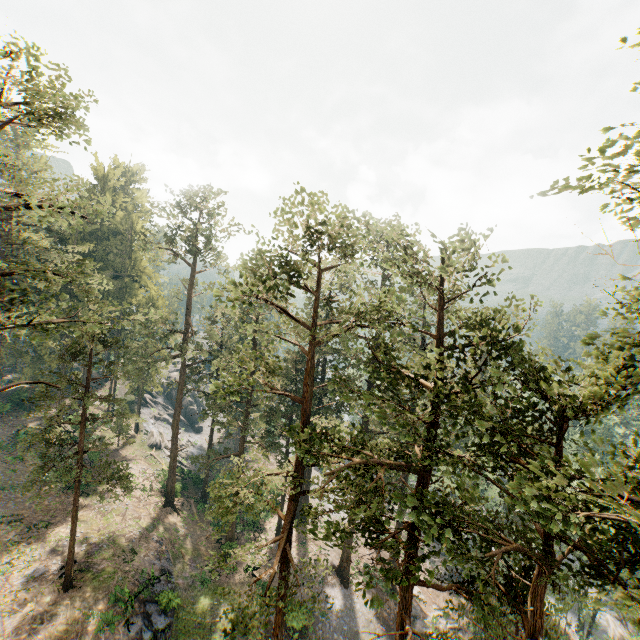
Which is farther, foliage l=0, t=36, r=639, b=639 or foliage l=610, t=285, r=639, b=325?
foliage l=0, t=36, r=639, b=639

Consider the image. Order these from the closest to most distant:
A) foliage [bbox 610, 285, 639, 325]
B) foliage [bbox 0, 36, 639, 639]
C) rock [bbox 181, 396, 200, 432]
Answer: foliage [bbox 610, 285, 639, 325] < foliage [bbox 0, 36, 639, 639] < rock [bbox 181, 396, 200, 432]

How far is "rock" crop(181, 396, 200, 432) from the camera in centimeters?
5847cm

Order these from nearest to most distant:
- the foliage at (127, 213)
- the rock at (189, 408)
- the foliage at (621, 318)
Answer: the foliage at (621, 318), the foliage at (127, 213), the rock at (189, 408)

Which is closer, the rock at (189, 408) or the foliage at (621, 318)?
the foliage at (621, 318)

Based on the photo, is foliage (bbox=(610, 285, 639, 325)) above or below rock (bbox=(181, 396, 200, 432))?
above

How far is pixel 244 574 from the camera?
31.2m
